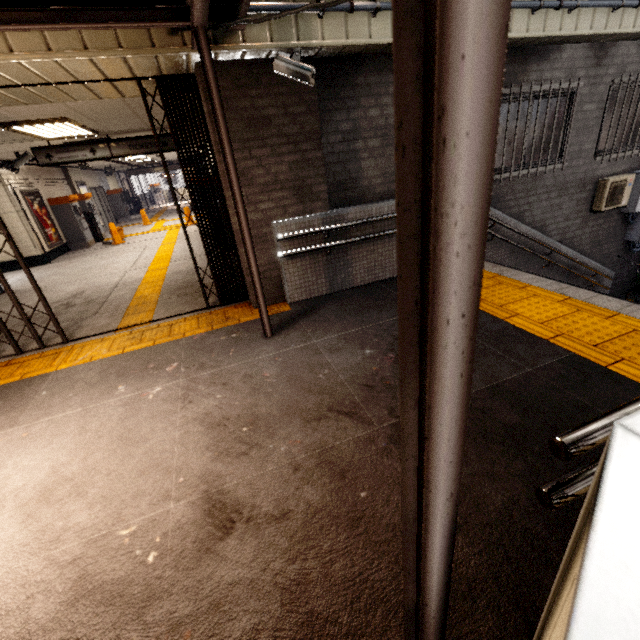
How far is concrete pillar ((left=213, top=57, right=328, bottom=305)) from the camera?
3.7 meters

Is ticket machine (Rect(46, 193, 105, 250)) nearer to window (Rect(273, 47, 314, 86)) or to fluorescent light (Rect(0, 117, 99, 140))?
fluorescent light (Rect(0, 117, 99, 140))

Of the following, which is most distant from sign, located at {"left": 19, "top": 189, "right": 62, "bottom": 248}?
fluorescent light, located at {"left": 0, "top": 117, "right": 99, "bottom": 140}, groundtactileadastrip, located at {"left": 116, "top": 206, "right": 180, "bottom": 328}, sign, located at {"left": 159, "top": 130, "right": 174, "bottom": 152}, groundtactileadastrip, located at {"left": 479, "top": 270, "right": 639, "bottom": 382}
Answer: groundtactileadastrip, located at {"left": 479, "top": 270, "right": 639, "bottom": 382}

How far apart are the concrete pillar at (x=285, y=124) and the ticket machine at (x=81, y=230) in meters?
9.8

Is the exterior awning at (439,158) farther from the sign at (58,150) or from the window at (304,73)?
the sign at (58,150)

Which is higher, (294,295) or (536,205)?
(536,205)

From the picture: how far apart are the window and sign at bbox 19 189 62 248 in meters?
10.5 m

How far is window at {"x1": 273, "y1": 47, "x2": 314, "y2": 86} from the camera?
3.5 meters
